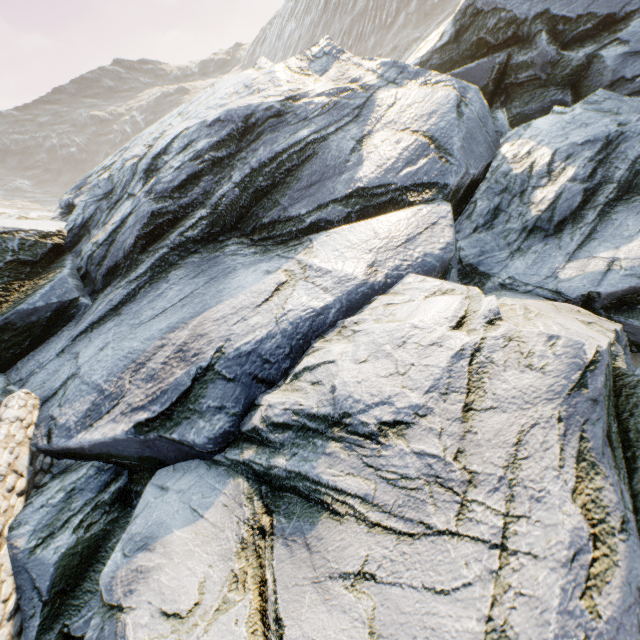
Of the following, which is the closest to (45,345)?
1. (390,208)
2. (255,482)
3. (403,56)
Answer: (255,482)
